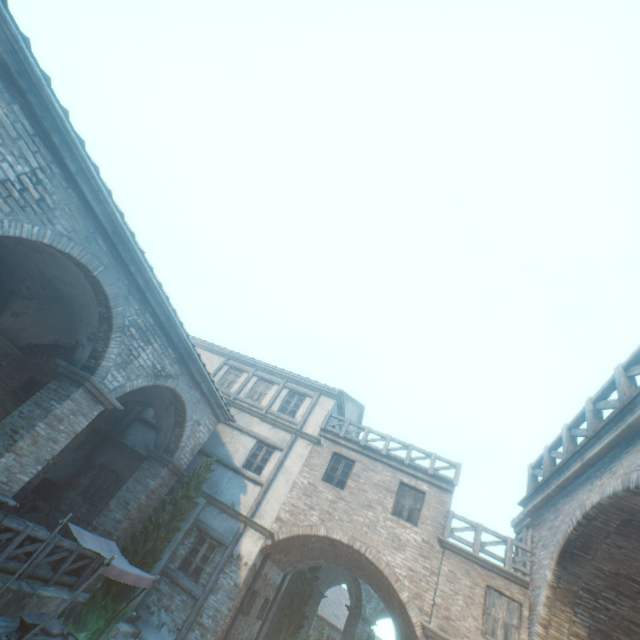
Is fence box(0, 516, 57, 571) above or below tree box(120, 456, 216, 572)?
below

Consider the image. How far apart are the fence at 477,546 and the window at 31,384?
15.7 meters

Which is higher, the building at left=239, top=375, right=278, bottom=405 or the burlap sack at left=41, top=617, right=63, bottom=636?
the building at left=239, top=375, right=278, bottom=405

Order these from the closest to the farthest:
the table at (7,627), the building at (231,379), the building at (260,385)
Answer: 1. the table at (7,627)
2. the building at (260,385)
3. the building at (231,379)

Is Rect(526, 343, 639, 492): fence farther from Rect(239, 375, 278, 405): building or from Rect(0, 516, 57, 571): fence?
Rect(0, 516, 57, 571): fence

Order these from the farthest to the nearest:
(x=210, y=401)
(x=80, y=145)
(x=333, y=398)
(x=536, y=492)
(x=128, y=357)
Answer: (x=333, y=398), (x=210, y=401), (x=128, y=357), (x=536, y=492), (x=80, y=145)

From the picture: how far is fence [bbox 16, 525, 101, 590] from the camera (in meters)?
7.98

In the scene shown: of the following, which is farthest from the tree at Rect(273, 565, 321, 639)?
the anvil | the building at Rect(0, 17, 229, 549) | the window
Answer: the window
